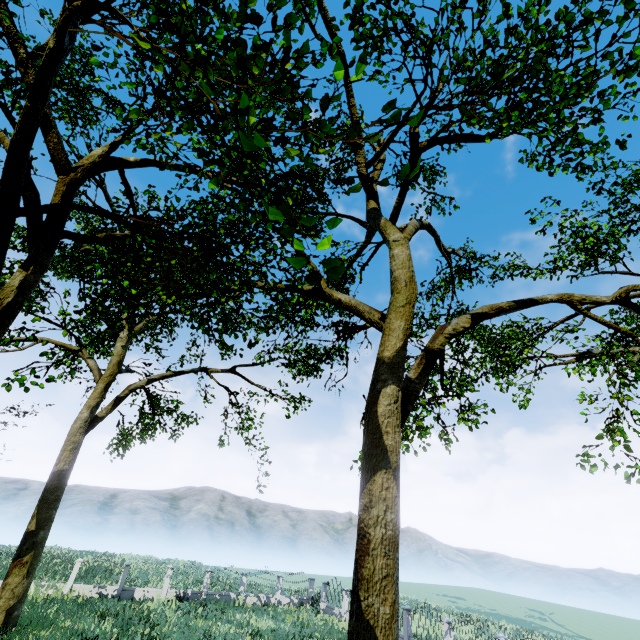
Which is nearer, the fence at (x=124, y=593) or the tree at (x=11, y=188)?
the tree at (x=11, y=188)

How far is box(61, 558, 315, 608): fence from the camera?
21.8 meters

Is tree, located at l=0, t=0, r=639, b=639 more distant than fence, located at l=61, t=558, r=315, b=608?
No

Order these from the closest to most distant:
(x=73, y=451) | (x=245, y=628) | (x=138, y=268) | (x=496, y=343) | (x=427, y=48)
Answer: (x=427, y=48) < (x=138, y=268) < (x=73, y=451) < (x=245, y=628) < (x=496, y=343)

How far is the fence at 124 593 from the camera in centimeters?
2178cm

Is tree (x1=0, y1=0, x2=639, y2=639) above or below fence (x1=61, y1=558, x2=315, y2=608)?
above
